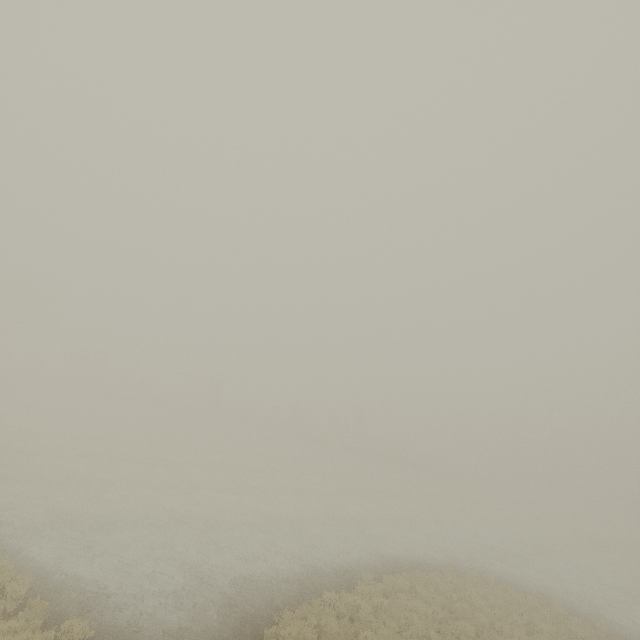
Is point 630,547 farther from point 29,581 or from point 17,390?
point 17,390
